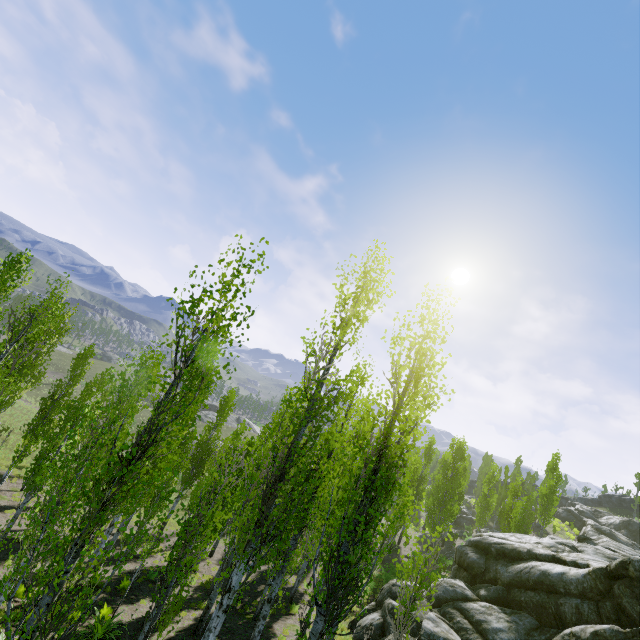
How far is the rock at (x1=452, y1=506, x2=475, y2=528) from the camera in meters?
51.2

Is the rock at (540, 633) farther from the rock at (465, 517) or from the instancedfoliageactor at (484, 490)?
the rock at (465, 517)

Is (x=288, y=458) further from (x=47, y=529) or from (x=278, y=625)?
(x=278, y=625)

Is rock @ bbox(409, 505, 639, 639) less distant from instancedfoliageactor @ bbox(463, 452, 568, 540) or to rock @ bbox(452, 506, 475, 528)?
instancedfoliageactor @ bbox(463, 452, 568, 540)

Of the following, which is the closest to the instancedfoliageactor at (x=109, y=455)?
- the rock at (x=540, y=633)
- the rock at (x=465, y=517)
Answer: the rock at (x=540, y=633)

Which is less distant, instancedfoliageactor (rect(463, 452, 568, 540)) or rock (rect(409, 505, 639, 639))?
rock (rect(409, 505, 639, 639))
